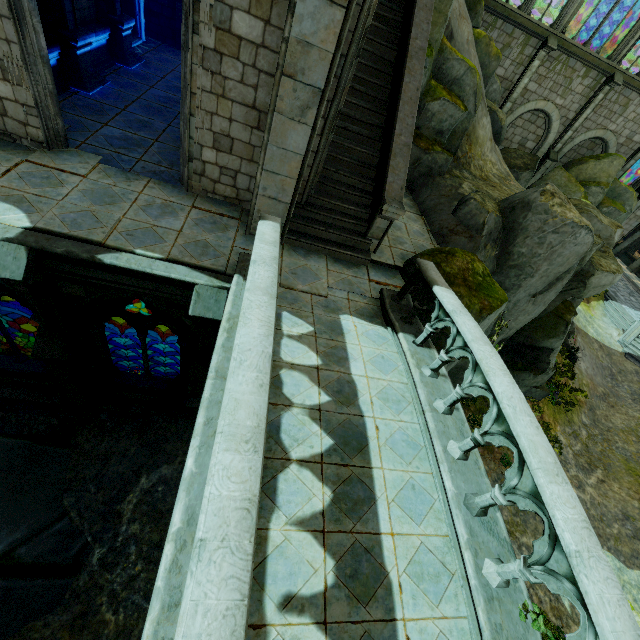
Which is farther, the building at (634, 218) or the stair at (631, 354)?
the building at (634, 218)

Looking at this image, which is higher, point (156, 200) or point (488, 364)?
point (488, 364)

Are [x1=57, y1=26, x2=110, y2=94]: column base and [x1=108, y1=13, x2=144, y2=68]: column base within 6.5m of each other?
yes

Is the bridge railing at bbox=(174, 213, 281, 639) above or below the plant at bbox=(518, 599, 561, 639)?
above

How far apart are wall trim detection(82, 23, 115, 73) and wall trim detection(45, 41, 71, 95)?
0.73m

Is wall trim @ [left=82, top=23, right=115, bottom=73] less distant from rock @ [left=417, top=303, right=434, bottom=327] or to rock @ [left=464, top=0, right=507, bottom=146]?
rock @ [left=464, top=0, right=507, bottom=146]

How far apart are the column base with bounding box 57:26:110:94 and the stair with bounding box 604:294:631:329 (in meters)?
31.67

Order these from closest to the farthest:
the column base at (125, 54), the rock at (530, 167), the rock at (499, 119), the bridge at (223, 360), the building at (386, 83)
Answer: the bridge at (223, 360)
the building at (386, 83)
the column base at (125, 54)
the rock at (499, 119)
the rock at (530, 167)
